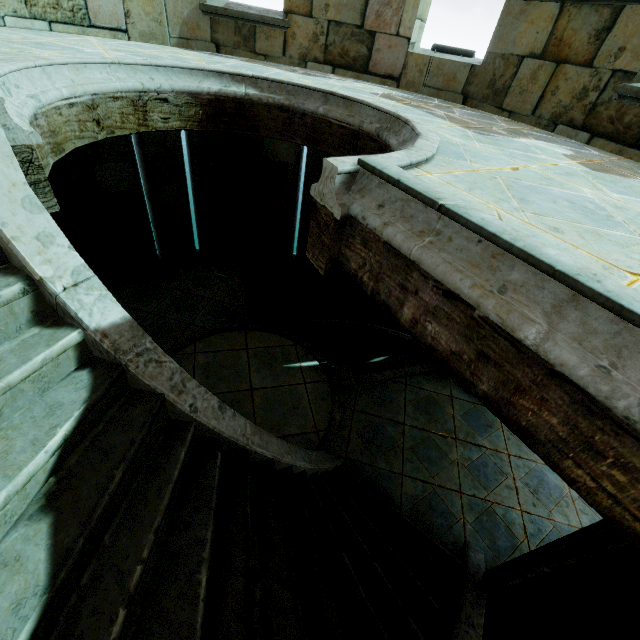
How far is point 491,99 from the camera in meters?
5.0
